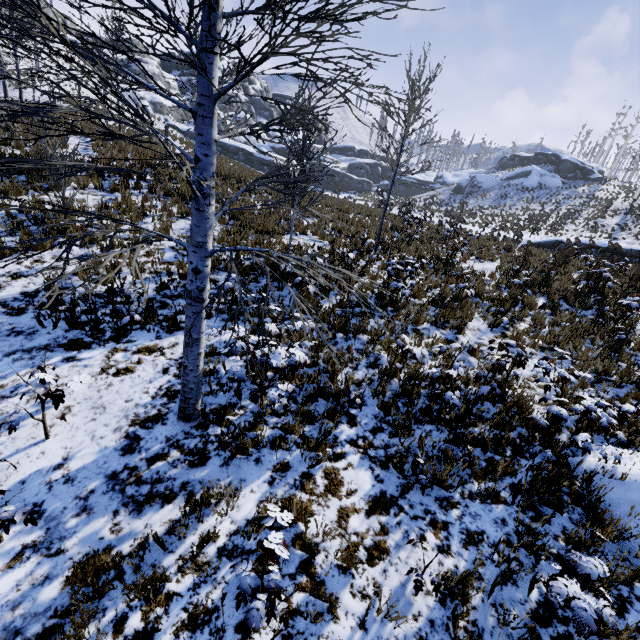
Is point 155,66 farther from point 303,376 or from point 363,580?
point 363,580

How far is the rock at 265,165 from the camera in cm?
4838

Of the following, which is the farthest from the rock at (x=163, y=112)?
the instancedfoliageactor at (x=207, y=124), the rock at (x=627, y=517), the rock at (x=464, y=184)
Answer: the rock at (x=627, y=517)

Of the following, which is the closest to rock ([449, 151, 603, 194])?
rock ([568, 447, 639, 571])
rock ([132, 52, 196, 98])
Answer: rock ([132, 52, 196, 98])

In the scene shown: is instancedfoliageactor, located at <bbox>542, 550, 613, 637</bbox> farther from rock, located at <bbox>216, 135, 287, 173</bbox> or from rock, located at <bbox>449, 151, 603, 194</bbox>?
rock, located at <bbox>449, 151, 603, 194</bbox>

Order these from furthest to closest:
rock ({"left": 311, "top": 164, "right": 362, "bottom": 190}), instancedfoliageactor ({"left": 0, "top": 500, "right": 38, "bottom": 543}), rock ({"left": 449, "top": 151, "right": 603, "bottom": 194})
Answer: rock ({"left": 311, "top": 164, "right": 362, "bottom": 190}), rock ({"left": 449, "top": 151, "right": 603, "bottom": 194}), instancedfoliageactor ({"left": 0, "top": 500, "right": 38, "bottom": 543})

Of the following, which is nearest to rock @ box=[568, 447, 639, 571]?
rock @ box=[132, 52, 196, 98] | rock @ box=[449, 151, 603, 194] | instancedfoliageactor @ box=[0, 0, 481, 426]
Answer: instancedfoliageactor @ box=[0, 0, 481, 426]
